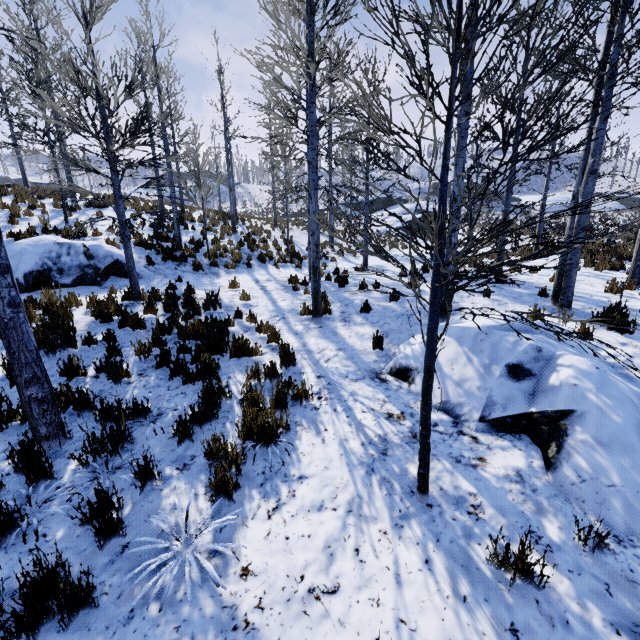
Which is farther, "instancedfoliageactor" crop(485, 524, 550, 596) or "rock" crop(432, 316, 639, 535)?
"rock" crop(432, 316, 639, 535)

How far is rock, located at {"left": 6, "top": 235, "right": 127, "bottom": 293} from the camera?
8.2 meters

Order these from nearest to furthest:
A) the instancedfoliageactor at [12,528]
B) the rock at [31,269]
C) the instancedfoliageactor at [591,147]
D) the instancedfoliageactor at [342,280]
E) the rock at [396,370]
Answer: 1. the instancedfoliageactor at [591,147]
2. the instancedfoliageactor at [12,528]
3. the rock at [396,370]
4. the rock at [31,269]
5. the instancedfoliageactor at [342,280]

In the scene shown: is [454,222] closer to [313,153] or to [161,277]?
[313,153]

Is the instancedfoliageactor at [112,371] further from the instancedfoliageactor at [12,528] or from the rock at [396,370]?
the instancedfoliageactor at [12,528]

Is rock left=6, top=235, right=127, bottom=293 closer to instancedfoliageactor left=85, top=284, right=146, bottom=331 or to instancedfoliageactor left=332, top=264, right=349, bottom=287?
instancedfoliageactor left=332, top=264, right=349, bottom=287

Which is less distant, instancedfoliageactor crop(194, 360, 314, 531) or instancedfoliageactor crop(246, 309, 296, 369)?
instancedfoliageactor crop(194, 360, 314, 531)

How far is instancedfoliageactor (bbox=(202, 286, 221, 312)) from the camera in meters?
7.7
